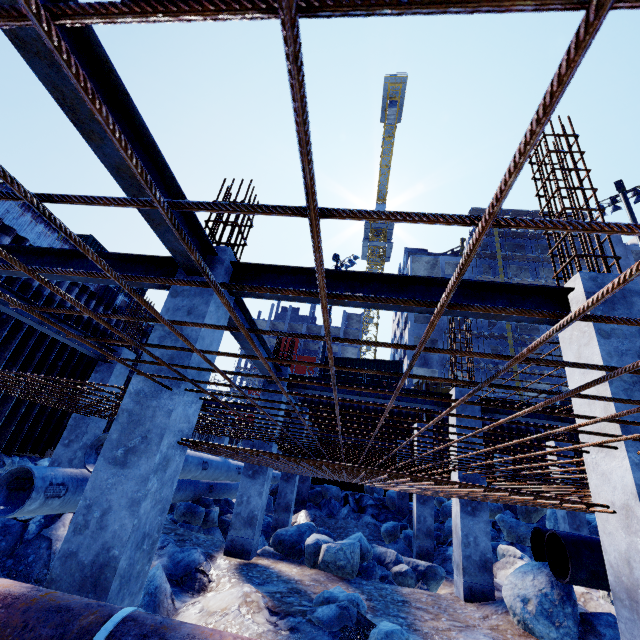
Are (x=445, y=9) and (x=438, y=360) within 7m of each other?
no

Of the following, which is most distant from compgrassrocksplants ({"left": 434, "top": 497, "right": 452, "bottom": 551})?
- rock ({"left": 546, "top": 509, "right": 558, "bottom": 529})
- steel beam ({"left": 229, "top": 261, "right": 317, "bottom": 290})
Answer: steel beam ({"left": 229, "top": 261, "right": 317, "bottom": 290})

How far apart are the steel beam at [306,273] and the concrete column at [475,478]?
4.5m

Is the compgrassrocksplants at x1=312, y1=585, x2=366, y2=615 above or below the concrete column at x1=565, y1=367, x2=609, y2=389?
below

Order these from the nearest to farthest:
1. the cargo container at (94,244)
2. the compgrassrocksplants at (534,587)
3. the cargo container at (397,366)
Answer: the compgrassrocksplants at (534,587)
the cargo container at (94,244)
the cargo container at (397,366)

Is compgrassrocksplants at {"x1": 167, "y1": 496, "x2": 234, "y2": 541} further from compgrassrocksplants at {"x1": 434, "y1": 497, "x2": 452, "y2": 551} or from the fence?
the fence

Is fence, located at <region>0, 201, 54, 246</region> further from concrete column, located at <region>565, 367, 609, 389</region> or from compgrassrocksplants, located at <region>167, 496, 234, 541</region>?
concrete column, located at <region>565, 367, 609, 389</region>

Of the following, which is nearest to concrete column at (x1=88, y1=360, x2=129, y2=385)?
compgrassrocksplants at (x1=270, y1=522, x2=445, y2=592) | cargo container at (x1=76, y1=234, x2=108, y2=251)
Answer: compgrassrocksplants at (x1=270, y1=522, x2=445, y2=592)
